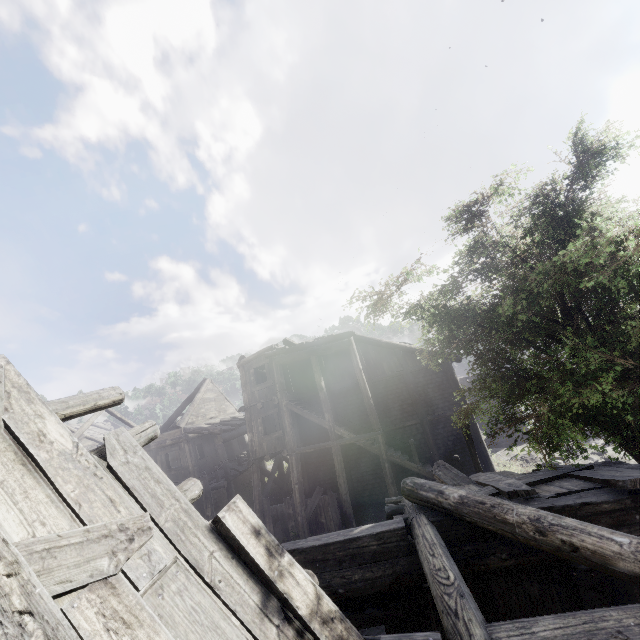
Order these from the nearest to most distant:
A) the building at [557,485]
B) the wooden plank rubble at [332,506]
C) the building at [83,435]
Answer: the building at [557,485], the wooden plank rubble at [332,506], the building at [83,435]

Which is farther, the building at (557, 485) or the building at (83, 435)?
the building at (83, 435)

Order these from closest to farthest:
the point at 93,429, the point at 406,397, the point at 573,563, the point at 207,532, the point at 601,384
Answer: the point at 207,532, the point at 573,563, the point at 601,384, the point at 406,397, the point at 93,429

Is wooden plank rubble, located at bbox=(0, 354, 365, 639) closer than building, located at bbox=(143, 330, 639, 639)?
Yes

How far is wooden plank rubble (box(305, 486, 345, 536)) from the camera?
15.8m

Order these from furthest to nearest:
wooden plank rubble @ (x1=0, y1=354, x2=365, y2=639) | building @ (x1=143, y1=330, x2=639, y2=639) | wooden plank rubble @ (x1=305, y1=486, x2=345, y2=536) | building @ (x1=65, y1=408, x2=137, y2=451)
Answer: building @ (x1=65, y1=408, x2=137, y2=451) < wooden plank rubble @ (x1=305, y1=486, x2=345, y2=536) < building @ (x1=143, y1=330, x2=639, y2=639) < wooden plank rubble @ (x1=0, y1=354, x2=365, y2=639)

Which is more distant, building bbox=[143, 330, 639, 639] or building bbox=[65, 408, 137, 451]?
building bbox=[65, 408, 137, 451]

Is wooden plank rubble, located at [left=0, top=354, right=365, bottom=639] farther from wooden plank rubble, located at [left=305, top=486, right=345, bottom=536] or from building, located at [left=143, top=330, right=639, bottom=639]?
wooden plank rubble, located at [left=305, top=486, right=345, bottom=536]
